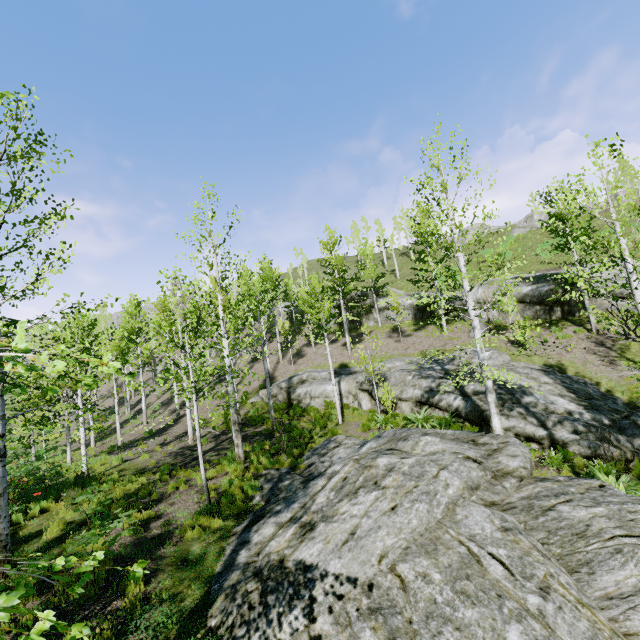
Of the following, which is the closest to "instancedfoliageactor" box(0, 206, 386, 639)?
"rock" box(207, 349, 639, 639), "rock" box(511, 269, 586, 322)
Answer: "rock" box(207, 349, 639, 639)

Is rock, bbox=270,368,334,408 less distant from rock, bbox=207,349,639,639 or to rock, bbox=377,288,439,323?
rock, bbox=377,288,439,323

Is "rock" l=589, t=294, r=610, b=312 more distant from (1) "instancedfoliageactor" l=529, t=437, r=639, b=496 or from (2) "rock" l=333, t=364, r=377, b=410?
(1) "instancedfoliageactor" l=529, t=437, r=639, b=496

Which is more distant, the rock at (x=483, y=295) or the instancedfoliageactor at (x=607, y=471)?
the rock at (x=483, y=295)

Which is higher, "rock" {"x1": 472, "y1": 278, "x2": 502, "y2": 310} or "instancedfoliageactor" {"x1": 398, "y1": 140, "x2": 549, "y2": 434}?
"rock" {"x1": 472, "y1": 278, "x2": 502, "y2": 310}

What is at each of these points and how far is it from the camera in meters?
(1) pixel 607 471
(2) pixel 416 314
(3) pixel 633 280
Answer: (1) instancedfoliageactor, 9.8 m
(2) rock, 30.5 m
(3) instancedfoliageactor, 6.2 m

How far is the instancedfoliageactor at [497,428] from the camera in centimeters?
1086cm
